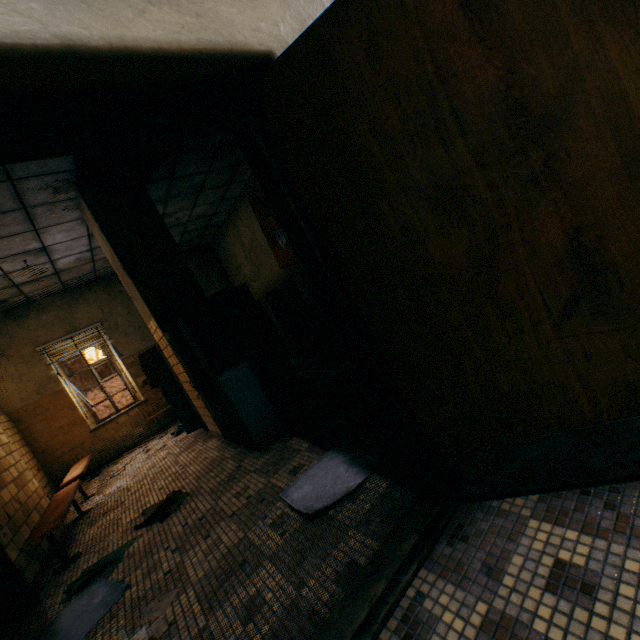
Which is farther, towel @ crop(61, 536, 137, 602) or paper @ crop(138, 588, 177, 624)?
towel @ crop(61, 536, 137, 602)

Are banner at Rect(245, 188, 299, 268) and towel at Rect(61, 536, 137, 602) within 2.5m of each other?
no

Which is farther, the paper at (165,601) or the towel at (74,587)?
the towel at (74,587)

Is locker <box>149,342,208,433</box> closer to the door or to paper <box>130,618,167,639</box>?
paper <box>130,618,167,639</box>

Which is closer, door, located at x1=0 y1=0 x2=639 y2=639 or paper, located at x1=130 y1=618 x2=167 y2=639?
door, located at x1=0 y1=0 x2=639 y2=639

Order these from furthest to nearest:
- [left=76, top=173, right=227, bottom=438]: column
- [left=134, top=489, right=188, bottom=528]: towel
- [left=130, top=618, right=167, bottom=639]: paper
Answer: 1. [left=76, top=173, right=227, bottom=438]: column
2. [left=134, top=489, right=188, bottom=528]: towel
3. [left=130, top=618, right=167, bottom=639]: paper

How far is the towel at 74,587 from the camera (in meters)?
2.64

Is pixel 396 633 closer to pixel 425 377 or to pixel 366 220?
pixel 425 377
